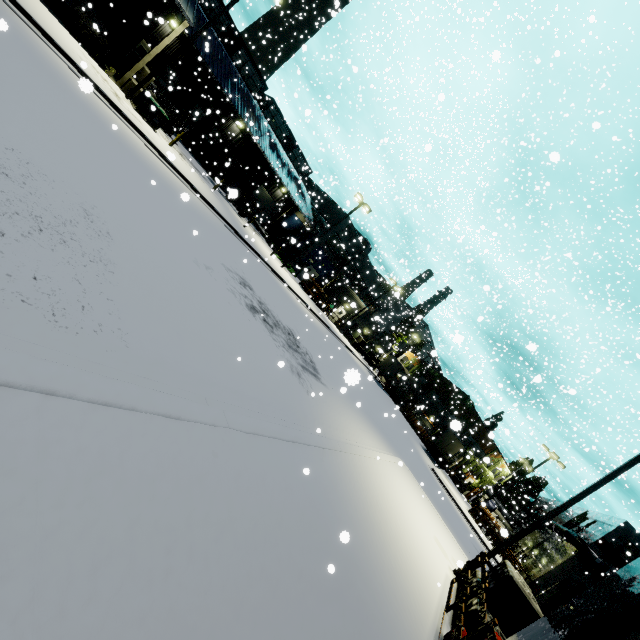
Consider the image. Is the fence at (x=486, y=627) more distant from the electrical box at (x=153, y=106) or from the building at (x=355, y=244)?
the electrical box at (x=153, y=106)

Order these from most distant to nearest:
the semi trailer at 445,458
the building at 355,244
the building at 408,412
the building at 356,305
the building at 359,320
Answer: the building at 408,412 < the building at 356,305 < the building at 359,320 < the building at 355,244 < the semi trailer at 445,458

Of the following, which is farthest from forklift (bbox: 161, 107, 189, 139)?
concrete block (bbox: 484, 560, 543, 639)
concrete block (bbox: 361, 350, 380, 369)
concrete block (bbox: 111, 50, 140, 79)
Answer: concrete block (bbox: 361, 350, 380, 369)

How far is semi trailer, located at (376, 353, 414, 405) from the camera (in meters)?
44.06

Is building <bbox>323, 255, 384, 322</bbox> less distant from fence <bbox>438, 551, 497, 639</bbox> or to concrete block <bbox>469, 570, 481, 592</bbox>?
fence <bbox>438, 551, 497, 639</bbox>

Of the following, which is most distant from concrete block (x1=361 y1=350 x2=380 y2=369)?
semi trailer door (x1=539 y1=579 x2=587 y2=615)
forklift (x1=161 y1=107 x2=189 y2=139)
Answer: forklift (x1=161 y1=107 x2=189 y2=139)

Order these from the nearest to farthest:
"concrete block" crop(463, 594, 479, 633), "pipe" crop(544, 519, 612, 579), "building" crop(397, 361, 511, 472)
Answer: "concrete block" crop(463, 594, 479, 633) < "pipe" crop(544, 519, 612, 579) < "building" crop(397, 361, 511, 472)

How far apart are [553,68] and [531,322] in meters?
28.2 m
